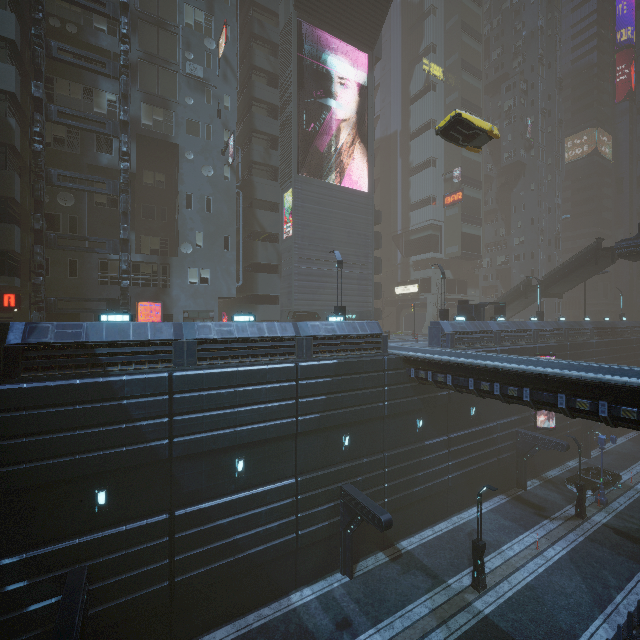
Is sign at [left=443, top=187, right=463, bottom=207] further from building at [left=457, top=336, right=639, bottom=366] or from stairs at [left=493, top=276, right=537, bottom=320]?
stairs at [left=493, top=276, right=537, bottom=320]

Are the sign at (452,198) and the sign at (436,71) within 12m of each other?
no

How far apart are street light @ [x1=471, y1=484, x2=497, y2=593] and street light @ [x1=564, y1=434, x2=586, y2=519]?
11.33m

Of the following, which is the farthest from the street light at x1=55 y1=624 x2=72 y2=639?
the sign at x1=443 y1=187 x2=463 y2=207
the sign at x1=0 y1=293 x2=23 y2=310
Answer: the sign at x1=443 y1=187 x2=463 y2=207

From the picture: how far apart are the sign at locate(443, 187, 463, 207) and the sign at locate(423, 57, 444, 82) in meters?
17.8

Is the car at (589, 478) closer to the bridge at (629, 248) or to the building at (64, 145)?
the building at (64, 145)

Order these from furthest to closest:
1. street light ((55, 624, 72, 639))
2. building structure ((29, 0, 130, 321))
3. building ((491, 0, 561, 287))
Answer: building ((491, 0, 561, 287))
building structure ((29, 0, 130, 321))
street light ((55, 624, 72, 639))

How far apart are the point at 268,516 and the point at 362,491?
6.0m
